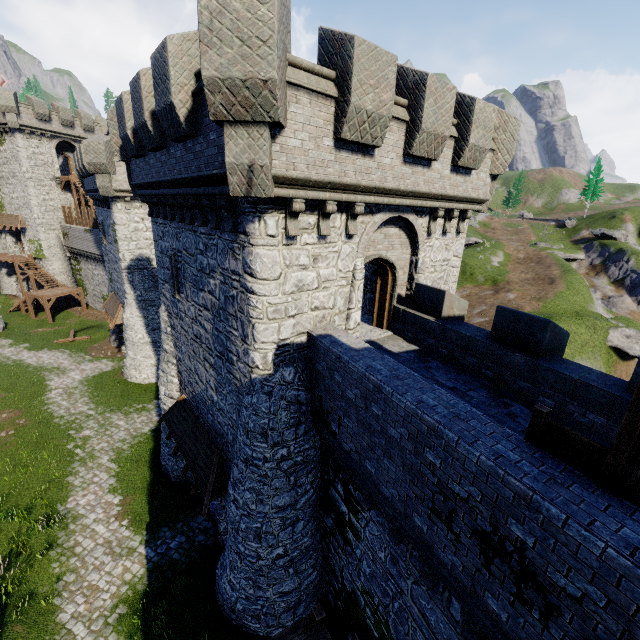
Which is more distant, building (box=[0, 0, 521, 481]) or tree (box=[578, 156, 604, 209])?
tree (box=[578, 156, 604, 209])

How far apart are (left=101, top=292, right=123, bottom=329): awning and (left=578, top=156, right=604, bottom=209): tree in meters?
75.5 m

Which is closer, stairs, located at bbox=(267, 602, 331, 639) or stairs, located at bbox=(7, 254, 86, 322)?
stairs, located at bbox=(267, 602, 331, 639)

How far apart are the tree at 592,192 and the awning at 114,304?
75.5 meters

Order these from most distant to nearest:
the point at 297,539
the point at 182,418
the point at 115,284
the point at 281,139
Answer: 1. the point at 115,284
2. the point at 182,418
3. the point at 297,539
4. the point at 281,139

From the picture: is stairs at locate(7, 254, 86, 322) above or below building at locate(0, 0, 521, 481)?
below

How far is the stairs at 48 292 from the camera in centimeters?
3547cm

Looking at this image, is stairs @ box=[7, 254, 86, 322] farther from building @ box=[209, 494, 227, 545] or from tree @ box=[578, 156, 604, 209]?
tree @ box=[578, 156, 604, 209]
